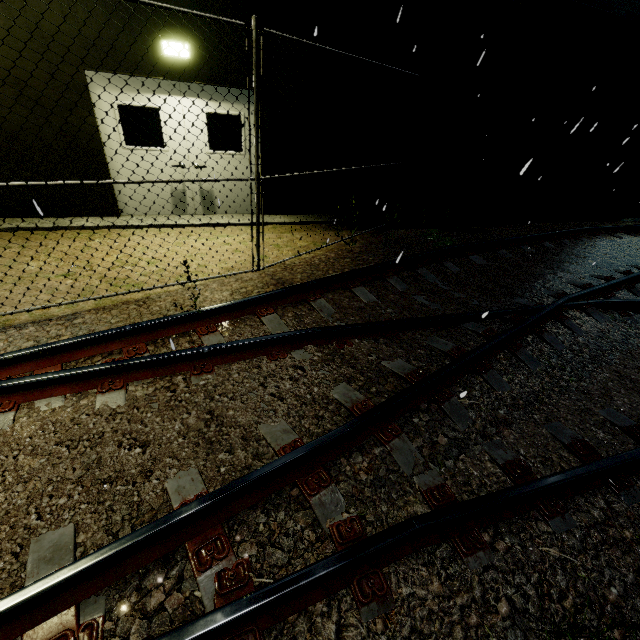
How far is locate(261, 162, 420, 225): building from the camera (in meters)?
7.72

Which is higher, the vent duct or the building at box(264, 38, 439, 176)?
the vent duct

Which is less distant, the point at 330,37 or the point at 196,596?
the point at 196,596

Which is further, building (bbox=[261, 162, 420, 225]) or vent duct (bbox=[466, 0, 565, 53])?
building (bbox=[261, 162, 420, 225])

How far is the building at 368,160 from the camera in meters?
6.5

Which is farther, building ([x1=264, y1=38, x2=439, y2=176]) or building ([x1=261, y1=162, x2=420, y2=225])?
building ([x1=261, y1=162, x2=420, y2=225])

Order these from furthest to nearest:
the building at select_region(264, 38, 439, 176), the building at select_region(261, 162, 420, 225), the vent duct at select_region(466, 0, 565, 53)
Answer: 1. the building at select_region(261, 162, 420, 225)
2. the building at select_region(264, 38, 439, 176)
3. the vent duct at select_region(466, 0, 565, 53)
